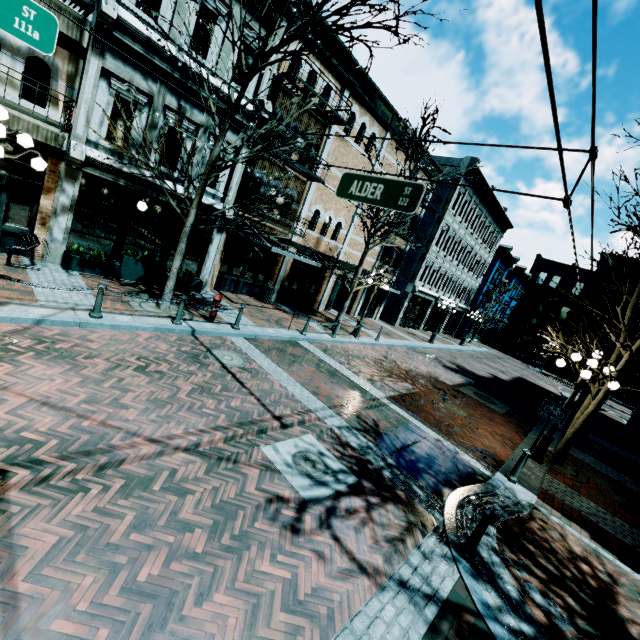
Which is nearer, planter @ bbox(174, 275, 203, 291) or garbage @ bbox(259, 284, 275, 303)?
planter @ bbox(174, 275, 203, 291)

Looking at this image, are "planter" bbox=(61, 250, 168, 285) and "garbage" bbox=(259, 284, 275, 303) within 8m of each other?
yes

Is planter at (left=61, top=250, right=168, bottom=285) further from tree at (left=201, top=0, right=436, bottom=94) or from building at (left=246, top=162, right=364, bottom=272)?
tree at (left=201, top=0, right=436, bottom=94)

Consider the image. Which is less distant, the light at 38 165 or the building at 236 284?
the light at 38 165

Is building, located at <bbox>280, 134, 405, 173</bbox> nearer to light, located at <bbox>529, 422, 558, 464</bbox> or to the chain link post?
light, located at <bbox>529, 422, 558, 464</bbox>

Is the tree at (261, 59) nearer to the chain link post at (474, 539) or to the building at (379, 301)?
the building at (379, 301)

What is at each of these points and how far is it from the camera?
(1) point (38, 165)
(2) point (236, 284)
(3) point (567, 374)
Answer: (1) light, 6.3 meters
(2) building, 15.6 meters
(3) building, 38.0 meters

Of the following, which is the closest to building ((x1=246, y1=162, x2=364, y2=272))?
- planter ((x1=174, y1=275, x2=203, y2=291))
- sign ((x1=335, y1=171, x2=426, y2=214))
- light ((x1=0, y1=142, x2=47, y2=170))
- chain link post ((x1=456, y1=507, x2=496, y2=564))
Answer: planter ((x1=174, y1=275, x2=203, y2=291))
